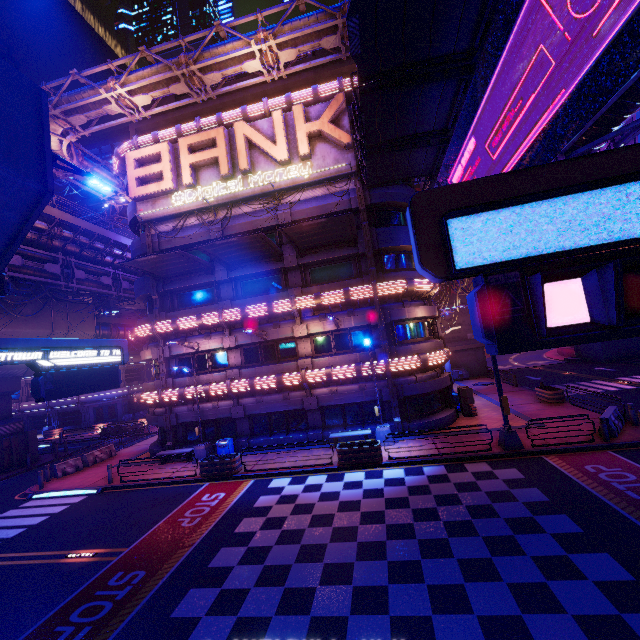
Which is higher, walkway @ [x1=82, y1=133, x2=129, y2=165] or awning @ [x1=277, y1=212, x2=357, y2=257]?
walkway @ [x1=82, y1=133, x2=129, y2=165]

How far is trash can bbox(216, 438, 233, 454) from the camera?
19.92m

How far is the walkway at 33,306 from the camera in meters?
25.6 m

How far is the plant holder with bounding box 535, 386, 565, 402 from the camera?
21.6 meters

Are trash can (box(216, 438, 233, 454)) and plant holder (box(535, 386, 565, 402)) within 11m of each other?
no

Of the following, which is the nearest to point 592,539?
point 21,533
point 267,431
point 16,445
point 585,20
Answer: point 585,20

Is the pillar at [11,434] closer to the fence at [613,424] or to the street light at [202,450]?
the street light at [202,450]

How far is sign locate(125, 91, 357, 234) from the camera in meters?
20.1
